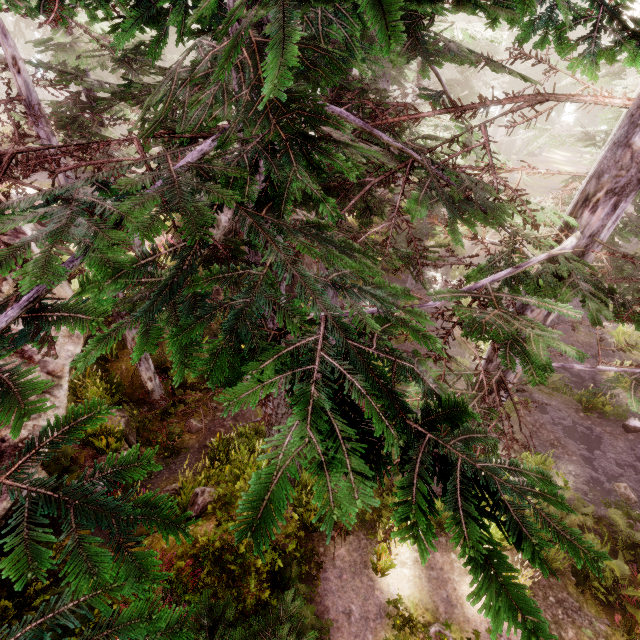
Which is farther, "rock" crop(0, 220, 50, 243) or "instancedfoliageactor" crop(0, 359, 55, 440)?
"rock" crop(0, 220, 50, 243)

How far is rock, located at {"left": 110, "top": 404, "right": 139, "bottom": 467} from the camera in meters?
8.6

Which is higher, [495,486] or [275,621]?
[495,486]

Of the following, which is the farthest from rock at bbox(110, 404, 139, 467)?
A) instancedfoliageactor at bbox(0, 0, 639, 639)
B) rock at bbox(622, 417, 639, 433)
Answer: rock at bbox(622, 417, 639, 433)

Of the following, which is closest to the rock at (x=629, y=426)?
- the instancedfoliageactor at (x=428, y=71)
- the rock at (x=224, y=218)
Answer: the instancedfoliageactor at (x=428, y=71)

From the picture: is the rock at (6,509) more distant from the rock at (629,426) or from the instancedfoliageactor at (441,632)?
the rock at (629,426)
